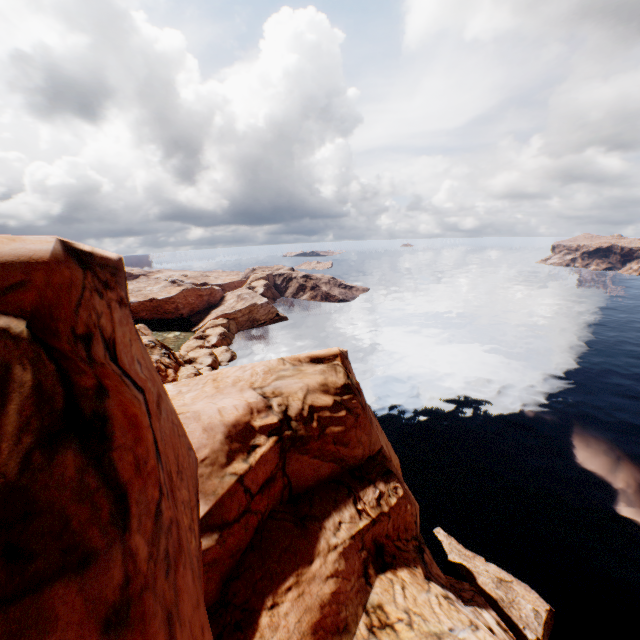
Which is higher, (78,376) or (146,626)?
(78,376)
